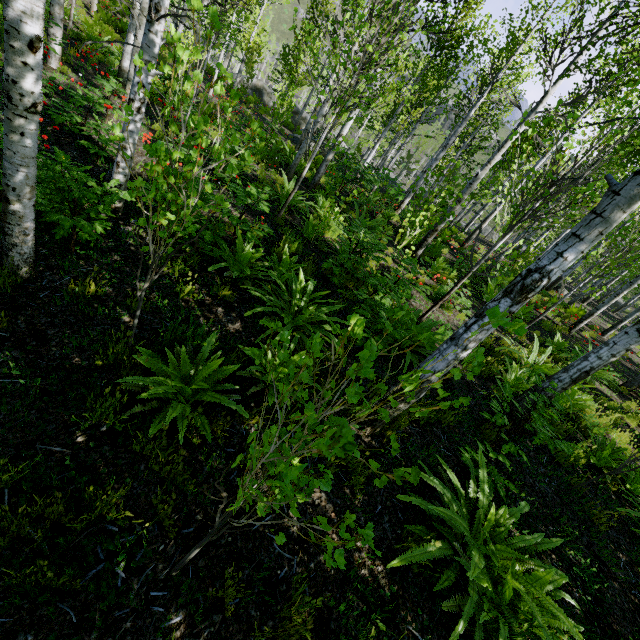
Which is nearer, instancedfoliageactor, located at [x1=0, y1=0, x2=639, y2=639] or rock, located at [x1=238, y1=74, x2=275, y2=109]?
instancedfoliageactor, located at [x1=0, y1=0, x2=639, y2=639]

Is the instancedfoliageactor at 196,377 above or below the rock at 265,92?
above

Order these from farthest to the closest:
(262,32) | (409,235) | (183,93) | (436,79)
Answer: (262,32) < (436,79) < (183,93) < (409,235)

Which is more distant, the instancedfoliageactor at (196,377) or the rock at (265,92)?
the rock at (265,92)

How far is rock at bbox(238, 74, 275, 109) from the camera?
32.3 meters

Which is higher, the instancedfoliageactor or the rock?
the instancedfoliageactor
